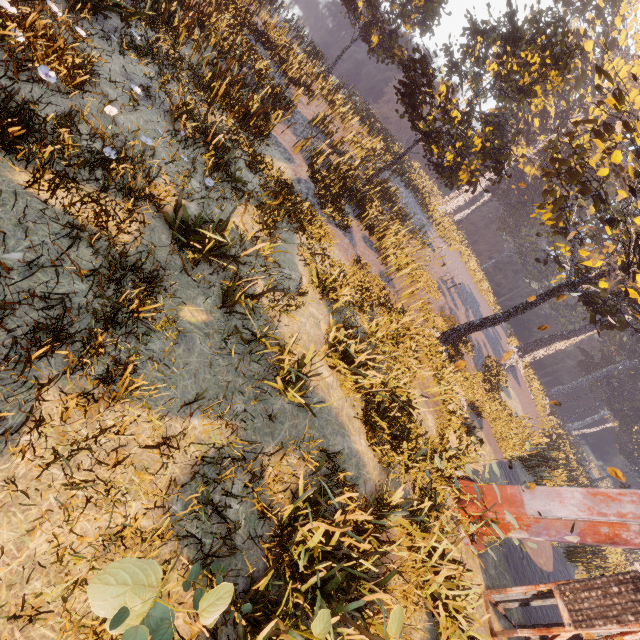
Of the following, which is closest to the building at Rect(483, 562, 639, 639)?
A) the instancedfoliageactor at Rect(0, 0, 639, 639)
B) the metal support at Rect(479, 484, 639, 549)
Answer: the instancedfoliageactor at Rect(0, 0, 639, 639)

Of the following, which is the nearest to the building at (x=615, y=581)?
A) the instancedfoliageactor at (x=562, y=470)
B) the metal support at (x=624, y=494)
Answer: the instancedfoliageactor at (x=562, y=470)

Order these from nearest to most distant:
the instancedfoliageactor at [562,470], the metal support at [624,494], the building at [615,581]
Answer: the instancedfoliageactor at [562,470] < the building at [615,581] < the metal support at [624,494]

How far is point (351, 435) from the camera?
7.8 meters

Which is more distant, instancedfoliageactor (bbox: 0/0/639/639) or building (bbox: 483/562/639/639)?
building (bbox: 483/562/639/639)

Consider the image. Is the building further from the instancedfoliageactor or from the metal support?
the metal support

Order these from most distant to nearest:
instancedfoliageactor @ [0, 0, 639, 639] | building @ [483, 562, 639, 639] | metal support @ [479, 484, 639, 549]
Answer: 1. metal support @ [479, 484, 639, 549]
2. building @ [483, 562, 639, 639]
3. instancedfoliageactor @ [0, 0, 639, 639]

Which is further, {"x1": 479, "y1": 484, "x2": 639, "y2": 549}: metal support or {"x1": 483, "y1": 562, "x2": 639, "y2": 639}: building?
{"x1": 479, "y1": 484, "x2": 639, "y2": 549}: metal support
